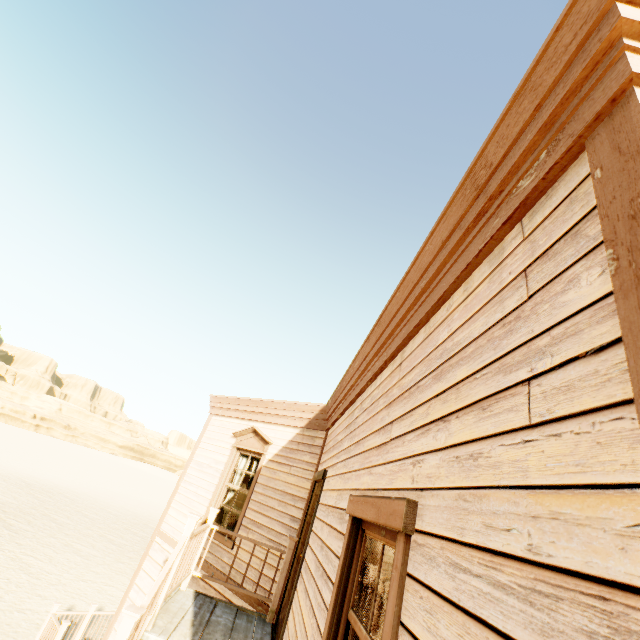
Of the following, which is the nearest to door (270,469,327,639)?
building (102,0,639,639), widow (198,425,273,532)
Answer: building (102,0,639,639)

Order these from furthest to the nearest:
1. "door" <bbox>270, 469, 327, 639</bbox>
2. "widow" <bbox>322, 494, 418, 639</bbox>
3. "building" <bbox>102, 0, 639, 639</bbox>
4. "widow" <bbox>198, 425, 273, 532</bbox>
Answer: "widow" <bbox>198, 425, 273, 532</bbox> < "door" <bbox>270, 469, 327, 639</bbox> < "widow" <bbox>322, 494, 418, 639</bbox> < "building" <bbox>102, 0, 639, 639</bbox>

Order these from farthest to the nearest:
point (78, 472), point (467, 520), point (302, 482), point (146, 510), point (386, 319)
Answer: point (78, 472) < point (146, 510) < point (302, 482) < point (386, 319) < point (467, 520)

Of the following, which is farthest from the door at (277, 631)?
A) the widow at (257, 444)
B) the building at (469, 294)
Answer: the widow at (257, 444)

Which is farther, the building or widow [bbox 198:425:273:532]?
widow [bbox 198:425:273:532]

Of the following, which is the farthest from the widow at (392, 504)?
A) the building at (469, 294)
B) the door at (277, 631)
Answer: the door at (277, 631)

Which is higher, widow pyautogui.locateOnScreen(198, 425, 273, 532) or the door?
widow pyautogui.locateOnScreen(198, 425, 273, 532)

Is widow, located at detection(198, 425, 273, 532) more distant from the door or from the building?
the door
